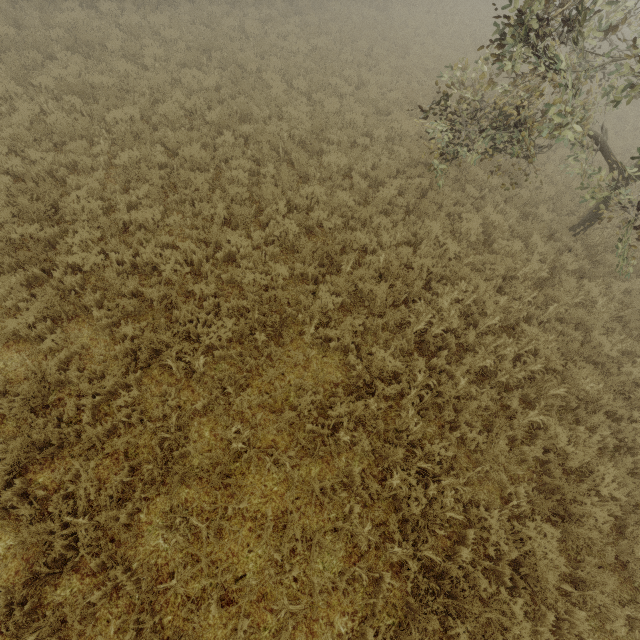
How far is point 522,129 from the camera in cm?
658
